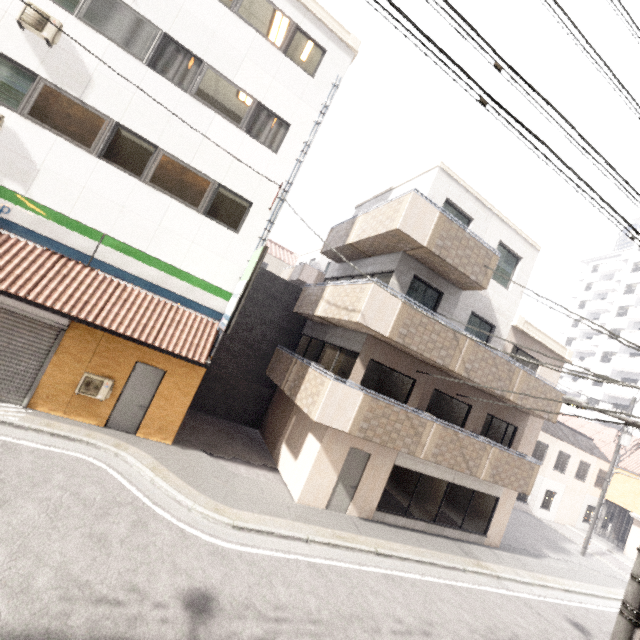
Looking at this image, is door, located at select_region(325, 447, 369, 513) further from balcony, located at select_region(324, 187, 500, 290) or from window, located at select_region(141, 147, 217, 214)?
window, located at select_region(141, 147, 217, 214)

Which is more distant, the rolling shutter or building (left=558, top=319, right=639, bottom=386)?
building (left=558, top=319, right=639, bottom=386)

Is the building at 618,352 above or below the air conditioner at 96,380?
above

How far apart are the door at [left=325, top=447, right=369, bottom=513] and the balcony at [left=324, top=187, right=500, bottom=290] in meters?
6.6

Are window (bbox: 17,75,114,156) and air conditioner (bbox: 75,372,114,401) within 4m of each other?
no

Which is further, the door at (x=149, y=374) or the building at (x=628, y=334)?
the building at (x=628, y=334)

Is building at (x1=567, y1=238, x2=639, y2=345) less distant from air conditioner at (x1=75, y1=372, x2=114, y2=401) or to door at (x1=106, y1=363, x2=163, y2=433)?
door at (x1=106, y1=363, x2=163, y2=433)

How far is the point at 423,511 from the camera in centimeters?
1202cm
